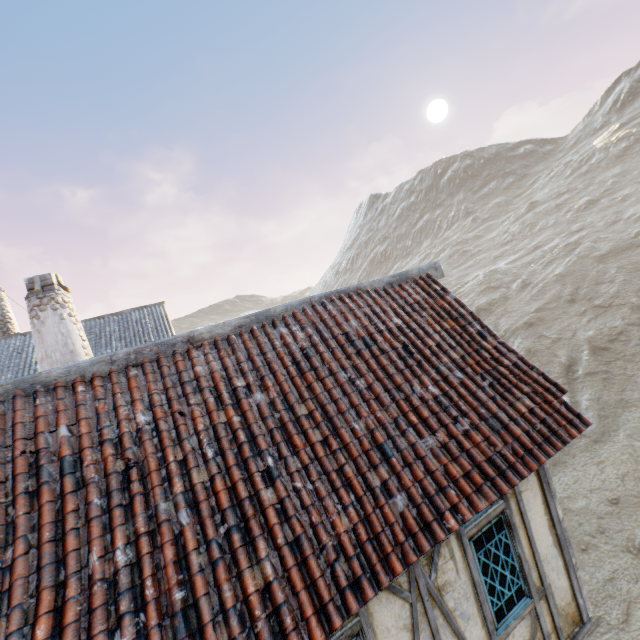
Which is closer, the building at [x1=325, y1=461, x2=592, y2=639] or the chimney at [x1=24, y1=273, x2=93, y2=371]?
the building at [x1=325, y1=461, x2=592, y2=639]

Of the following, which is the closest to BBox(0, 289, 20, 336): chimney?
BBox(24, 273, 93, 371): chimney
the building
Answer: BBox(24, 273, 93, 371): chimney

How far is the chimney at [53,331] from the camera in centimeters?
610cm

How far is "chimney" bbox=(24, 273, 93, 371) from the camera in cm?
610

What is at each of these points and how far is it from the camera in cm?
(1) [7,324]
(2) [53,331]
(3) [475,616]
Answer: (1) chimney, 1639
(2) chimney, 615
(3) building, 406

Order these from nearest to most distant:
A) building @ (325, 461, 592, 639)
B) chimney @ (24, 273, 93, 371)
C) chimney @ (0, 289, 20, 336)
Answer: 1. building @ (325, 461, 592, 639)
2. chimney @ (24, 273, 93, 371)
3. chimney @ (0, 289, 20, 336)

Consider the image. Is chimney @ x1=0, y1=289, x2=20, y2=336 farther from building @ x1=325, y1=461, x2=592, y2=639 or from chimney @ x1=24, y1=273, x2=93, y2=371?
building @ x1=325, y1=461, x2=592, y2=639

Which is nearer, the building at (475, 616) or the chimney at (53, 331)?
the building at (475, 616)
